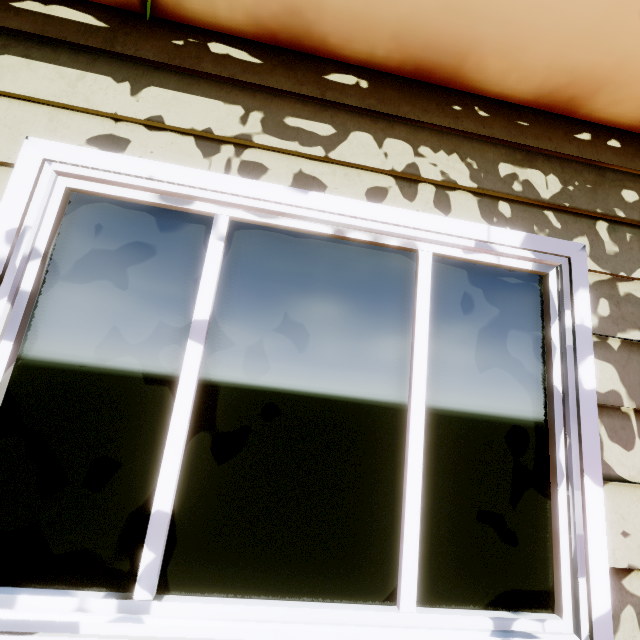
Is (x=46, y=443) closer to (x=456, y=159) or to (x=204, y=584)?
(x=204, y=584)
